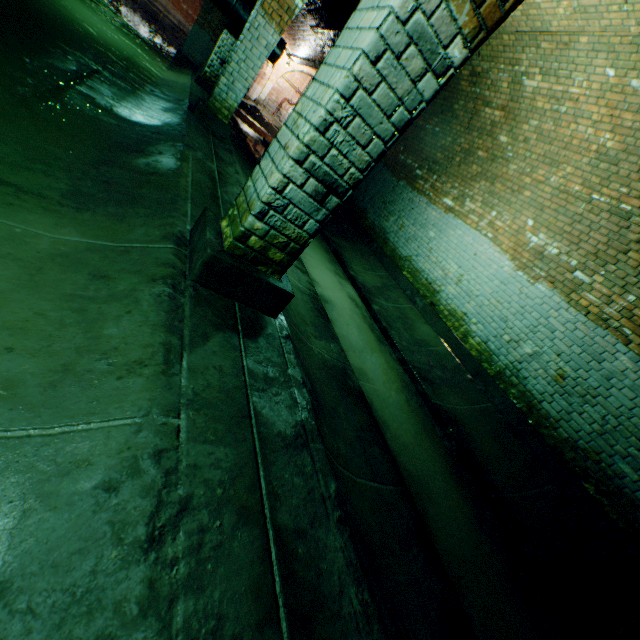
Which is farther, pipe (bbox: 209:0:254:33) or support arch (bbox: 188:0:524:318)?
pipe (bbox: 209:0:254:33)

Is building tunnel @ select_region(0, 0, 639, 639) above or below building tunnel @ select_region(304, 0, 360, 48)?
below

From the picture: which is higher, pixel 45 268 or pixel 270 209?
pixel 270 209

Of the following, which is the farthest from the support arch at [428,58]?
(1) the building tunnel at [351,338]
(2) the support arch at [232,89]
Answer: (2) the support arch at [232,89]

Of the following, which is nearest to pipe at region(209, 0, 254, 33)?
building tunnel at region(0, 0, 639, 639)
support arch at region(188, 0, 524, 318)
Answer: building tunnel at region(0, 0, 639, 639)

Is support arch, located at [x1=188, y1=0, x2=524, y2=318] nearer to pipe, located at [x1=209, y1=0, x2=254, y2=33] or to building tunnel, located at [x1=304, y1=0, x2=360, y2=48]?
building tunnel, located at [x1=304, y1=0, x2=360, y2=48]

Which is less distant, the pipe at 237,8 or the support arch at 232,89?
the support arch at 232,89

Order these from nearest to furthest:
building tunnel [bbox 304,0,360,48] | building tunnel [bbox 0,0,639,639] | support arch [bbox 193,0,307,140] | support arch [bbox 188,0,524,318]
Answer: building tunnel [bbox 0,0,639,639], support arch [bbox 188,0,524,318], support arch [bbox 193,0,307,140], building tunnel [bbox 304,0,360,48]
